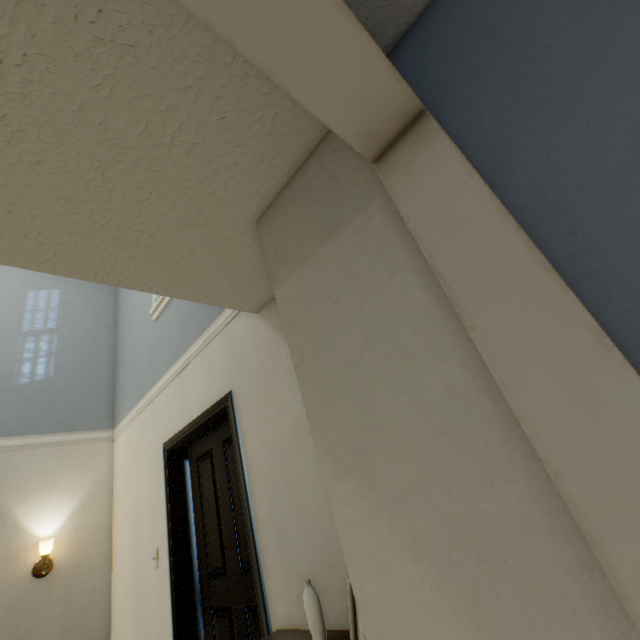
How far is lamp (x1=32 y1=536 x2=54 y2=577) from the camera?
2.76m

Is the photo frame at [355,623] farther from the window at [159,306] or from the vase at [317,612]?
the window at [159,306]

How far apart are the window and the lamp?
2.14m

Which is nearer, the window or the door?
the door

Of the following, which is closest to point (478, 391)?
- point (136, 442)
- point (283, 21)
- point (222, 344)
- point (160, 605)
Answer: point (283, 21)

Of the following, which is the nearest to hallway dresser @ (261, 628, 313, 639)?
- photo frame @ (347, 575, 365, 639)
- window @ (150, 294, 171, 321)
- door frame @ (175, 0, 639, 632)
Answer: photo frame @ (347, 575, 365, 639)

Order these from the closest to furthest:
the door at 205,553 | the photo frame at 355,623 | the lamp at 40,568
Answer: the photo frame at 355,623, the door at 205,553, the lamp at 40,568

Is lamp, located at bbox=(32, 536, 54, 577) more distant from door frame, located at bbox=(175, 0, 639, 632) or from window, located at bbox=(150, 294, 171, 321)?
door frame, located at bbox=(175, 0, 639, 632)
